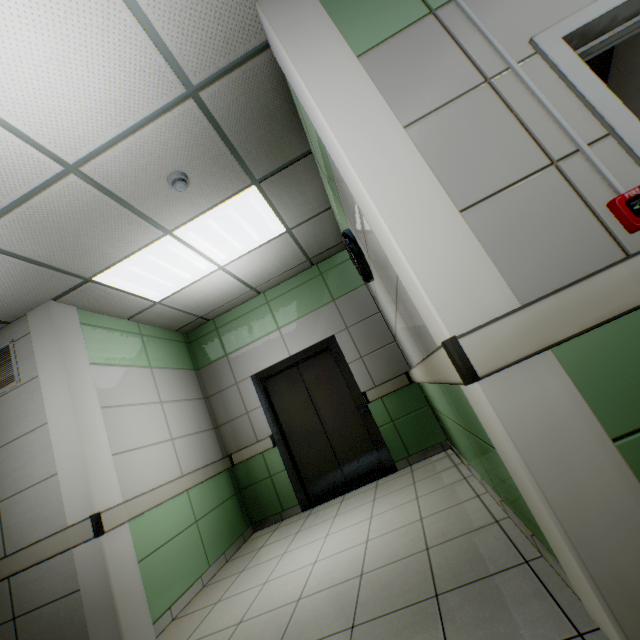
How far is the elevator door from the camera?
4.66m

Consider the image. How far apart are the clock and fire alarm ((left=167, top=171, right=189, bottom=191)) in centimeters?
149cm

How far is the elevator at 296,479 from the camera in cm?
450

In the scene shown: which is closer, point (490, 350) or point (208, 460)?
point (490, 350)

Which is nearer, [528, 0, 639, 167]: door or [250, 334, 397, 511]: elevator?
[528, 0, 639, 167]: door

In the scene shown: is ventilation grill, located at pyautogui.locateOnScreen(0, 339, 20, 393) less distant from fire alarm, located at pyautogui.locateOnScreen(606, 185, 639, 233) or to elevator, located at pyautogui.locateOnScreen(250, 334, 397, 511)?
elevator, located at pyautogui.locateOnScreen(250, 334, 397, 511)

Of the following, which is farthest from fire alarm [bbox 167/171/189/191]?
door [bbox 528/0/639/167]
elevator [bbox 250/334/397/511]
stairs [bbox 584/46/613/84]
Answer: elevator [bbox 250/334/397/511]

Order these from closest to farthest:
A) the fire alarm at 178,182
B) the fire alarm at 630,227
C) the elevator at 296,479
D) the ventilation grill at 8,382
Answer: the fire alarm at 630,227 < the fire alarm at 178,182 < the ventilation grill at 8,382 < the elevator at 296,479
